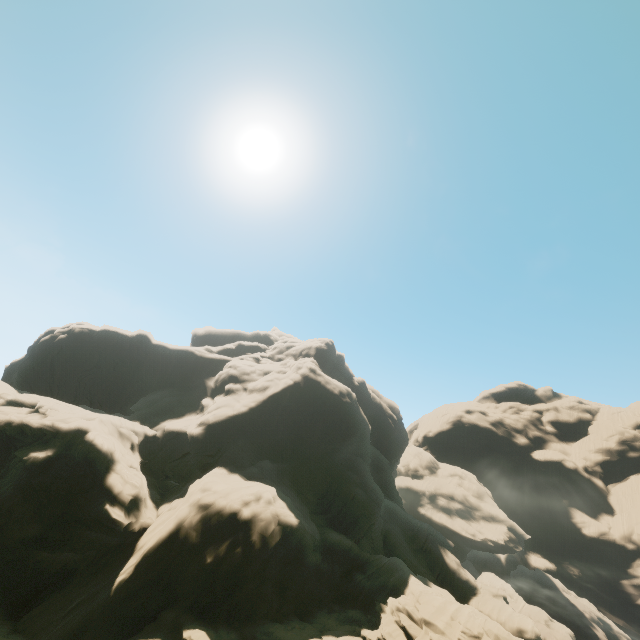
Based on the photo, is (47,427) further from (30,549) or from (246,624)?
(246,624)
